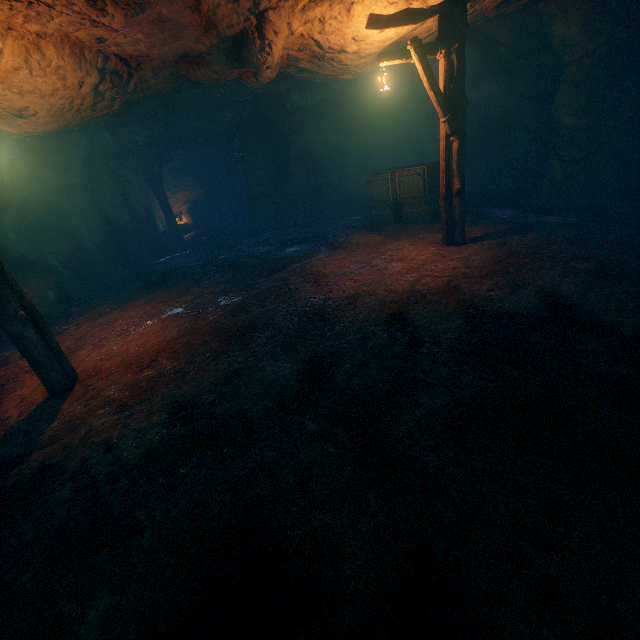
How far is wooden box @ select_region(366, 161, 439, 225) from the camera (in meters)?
10.47

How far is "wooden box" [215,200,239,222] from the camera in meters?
21.8

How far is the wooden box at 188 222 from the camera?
21.7m

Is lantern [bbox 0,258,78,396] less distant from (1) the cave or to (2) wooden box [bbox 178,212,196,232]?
(1) the cave

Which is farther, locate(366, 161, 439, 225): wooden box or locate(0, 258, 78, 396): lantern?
locate(366, 161, 439, 225): wooden box

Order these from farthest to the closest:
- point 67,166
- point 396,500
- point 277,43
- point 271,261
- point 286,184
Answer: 1. point 286,184
2. point 67,166
3. point 271,261
4. point 277,43
5. point 396,500

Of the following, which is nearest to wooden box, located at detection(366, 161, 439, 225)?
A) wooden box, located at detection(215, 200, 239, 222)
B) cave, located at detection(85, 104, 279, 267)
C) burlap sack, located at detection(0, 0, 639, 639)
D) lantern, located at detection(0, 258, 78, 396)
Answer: burlap sack, located at detection(0, 0, 639, 639)

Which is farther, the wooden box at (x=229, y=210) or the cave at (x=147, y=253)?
the wooden box at (x=229, y=210)
